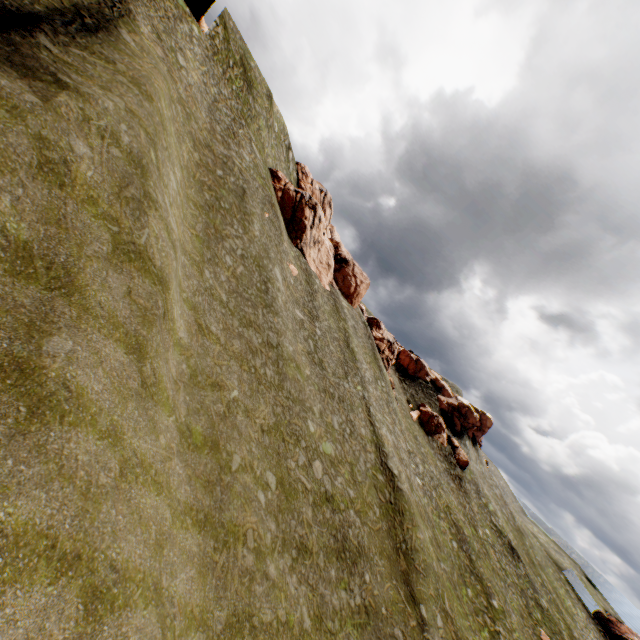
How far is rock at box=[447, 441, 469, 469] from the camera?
57.5m

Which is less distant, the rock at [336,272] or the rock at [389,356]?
the rock at [336,272]

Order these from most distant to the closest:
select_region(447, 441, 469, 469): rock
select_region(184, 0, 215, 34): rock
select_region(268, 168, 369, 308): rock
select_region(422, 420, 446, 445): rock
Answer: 1. select_region(422, 420, 446, 445): rock
2. select_region(447, 441, 469, 469): rock
3. select_region(268, 168, 369, 308): rock
4. select_region(184, 0, 215, 34): rock

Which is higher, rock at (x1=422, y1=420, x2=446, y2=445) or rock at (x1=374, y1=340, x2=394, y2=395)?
rock at (x1=374, y1=340, x2=394, y2=395)

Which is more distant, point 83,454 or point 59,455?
point 83,454
